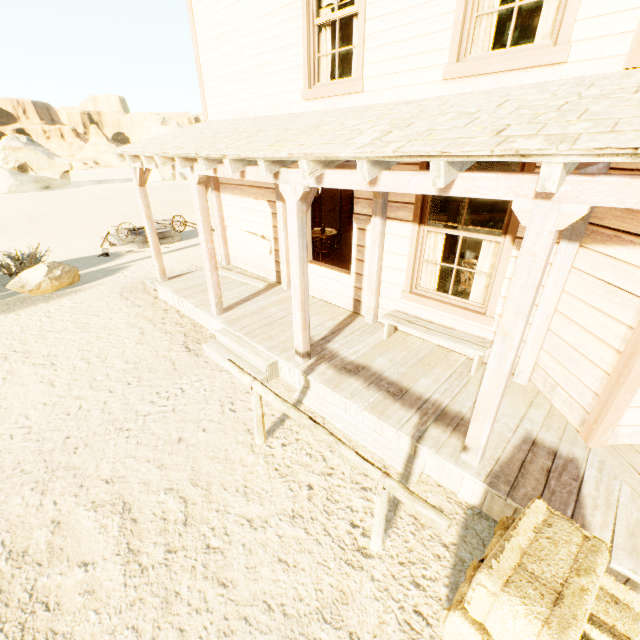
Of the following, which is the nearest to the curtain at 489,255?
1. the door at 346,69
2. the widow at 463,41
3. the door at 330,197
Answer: the widow at 463,41

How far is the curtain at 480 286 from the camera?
4.7m

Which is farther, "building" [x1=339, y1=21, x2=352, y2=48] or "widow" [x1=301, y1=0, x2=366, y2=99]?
"building" [x1=339, y1=21, x2=352, y2=48]

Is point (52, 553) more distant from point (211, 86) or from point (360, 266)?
point (211, 86)

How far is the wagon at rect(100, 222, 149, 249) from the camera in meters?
11.5 m

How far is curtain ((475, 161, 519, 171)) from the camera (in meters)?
4.00

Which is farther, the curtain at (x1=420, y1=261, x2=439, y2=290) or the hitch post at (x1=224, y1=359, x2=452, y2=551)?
the curtain at (x1=420, y1=261, x2=439, y2=290)

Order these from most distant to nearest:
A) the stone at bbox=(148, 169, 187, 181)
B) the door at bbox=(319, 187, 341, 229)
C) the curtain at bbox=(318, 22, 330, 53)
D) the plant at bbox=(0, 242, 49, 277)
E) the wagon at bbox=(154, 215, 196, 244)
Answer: the stone at bbox=(148, 169, 187, 181), the wagon at bbox=(154, 215, 196, 244), the door at bbox=(319, 187, 341, 229), the plant at bbox=(0, 242, 49, 277), the curtain at bbox=(318, 22, 330, 53)
